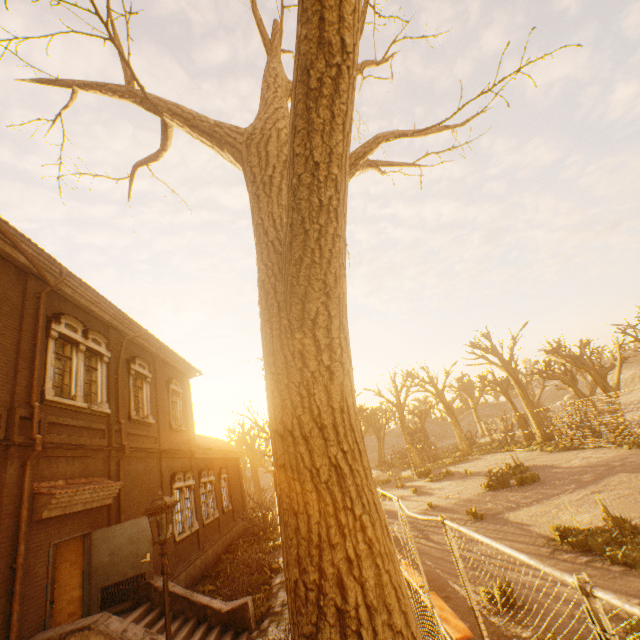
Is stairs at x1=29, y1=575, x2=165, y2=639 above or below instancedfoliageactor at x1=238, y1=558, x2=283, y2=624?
above

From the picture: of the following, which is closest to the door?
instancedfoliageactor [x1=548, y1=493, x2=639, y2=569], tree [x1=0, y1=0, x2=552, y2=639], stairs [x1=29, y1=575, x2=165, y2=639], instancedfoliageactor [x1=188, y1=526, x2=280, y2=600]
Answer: stairs [x1=29, y1=575, x2=165, y2=639]

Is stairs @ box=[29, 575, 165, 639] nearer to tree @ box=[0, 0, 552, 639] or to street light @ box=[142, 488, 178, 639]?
street light @ box=[142, 488, 178, 639]

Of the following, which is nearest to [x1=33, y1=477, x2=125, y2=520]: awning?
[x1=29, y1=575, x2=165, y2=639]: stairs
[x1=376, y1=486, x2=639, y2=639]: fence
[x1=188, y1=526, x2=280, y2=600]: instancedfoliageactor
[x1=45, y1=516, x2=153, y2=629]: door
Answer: [x1=45, y1=516, x2=153, y2=629]: door

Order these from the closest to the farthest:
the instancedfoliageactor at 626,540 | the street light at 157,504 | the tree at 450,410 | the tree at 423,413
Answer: the street light at 157,504
the instancedfoliageactor at 626,540
the tree at 450,410
the tree at 423,413

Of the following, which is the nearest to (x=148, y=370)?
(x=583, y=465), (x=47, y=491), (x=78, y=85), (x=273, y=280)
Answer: (x=47, y=491)

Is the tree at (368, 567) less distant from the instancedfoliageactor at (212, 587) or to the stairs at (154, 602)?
the instancedfoliageactor at (212, 587)

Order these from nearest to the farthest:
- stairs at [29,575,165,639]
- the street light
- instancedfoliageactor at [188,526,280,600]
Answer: the street light < stairs at [29,575,165,639] < instancedfoliageactor at [188,526,280,600]
